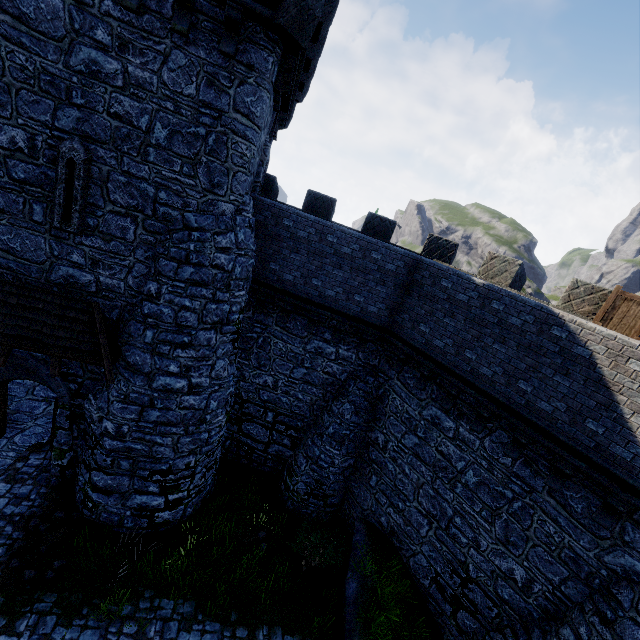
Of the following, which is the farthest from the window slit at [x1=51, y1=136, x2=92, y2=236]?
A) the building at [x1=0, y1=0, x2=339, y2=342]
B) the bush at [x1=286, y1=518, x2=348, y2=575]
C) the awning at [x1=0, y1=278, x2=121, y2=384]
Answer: the bush at [x1=286, y1=518, x2=348, y2=575]

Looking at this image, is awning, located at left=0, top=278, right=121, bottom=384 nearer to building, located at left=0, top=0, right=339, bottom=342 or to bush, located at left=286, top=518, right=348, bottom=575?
building, located at left=0, top=0, right=339, bottom=342

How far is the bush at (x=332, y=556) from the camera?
10.6m

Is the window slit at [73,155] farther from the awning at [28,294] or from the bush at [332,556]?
the bush at [332,556]

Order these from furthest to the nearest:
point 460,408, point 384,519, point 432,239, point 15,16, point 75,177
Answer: point 432,239 < point 384,519 < point 460,408 < point 75,177 < point 15,16

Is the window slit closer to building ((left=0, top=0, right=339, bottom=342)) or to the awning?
building ((left=0, top=0, right=339, bottom=342))

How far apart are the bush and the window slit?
11.1 meters

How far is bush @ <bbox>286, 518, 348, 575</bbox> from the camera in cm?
1065
